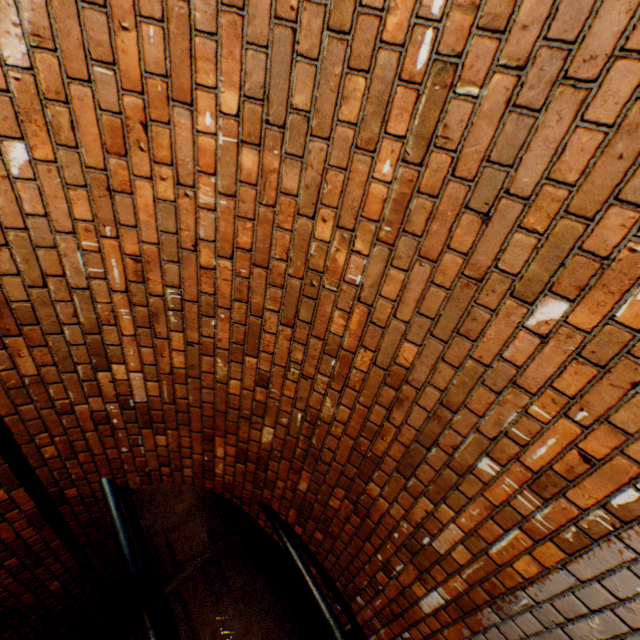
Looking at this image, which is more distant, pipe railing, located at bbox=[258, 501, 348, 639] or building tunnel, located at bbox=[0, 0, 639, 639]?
pipe railing, located at bbox=[258, 501, 348, 639]

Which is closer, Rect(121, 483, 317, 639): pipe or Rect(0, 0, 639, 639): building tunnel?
Rect(0, 0, 639, 639): building tunnel

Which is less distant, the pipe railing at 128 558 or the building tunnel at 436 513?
the building tunnel at 436 513

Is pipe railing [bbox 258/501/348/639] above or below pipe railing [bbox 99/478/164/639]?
below

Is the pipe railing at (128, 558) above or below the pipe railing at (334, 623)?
above

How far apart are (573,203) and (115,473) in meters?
3.5
